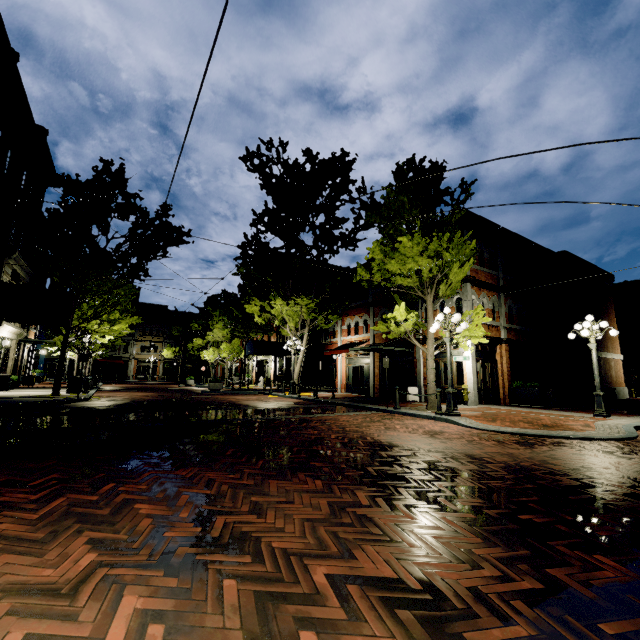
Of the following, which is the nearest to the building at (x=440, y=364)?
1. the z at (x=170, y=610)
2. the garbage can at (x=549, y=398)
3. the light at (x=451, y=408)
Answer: the z at (x=170, y=610)

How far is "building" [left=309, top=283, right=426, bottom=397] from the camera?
18.8m

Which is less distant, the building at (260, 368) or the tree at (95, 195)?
the tree at (95, 195)

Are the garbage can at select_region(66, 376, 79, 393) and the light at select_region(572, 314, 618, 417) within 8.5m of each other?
no

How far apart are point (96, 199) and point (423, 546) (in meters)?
19.26

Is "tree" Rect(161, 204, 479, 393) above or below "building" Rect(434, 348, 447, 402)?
above

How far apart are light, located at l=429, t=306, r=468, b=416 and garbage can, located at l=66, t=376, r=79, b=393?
17.46m

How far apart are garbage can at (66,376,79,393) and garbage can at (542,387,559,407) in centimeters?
2301cm
